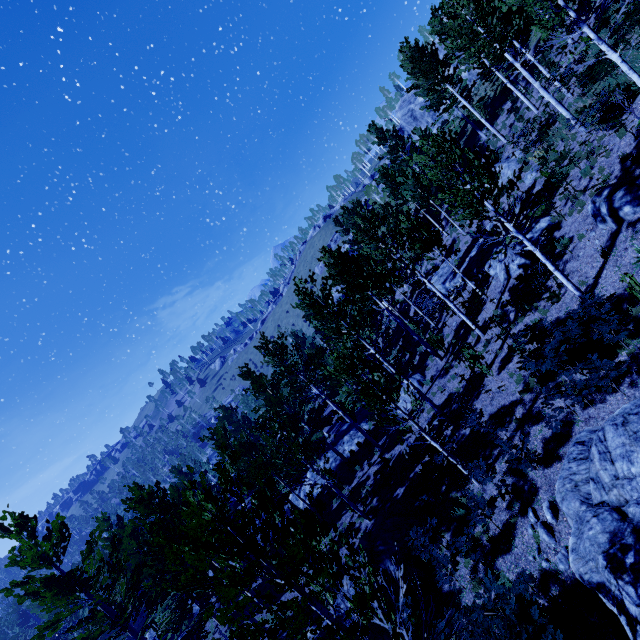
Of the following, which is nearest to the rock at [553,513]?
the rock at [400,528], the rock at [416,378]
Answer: the rock at [400,528]

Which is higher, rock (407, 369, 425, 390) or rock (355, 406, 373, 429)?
rock (407, 369, 425, 390)

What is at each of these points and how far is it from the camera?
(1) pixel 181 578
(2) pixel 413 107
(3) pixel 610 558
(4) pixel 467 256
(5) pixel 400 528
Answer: (1) instancedfoliageactor, 4.28m
(2) rock, 47.56m
(3) rock, 5.77m
(4) rock, 21.91m
(5) rock, 12.35m

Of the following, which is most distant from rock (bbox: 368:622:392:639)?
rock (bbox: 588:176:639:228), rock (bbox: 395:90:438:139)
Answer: rock (bbox: 395:90:438:139)

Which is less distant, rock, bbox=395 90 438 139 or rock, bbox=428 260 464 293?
rock, bbox=428 260 464 293

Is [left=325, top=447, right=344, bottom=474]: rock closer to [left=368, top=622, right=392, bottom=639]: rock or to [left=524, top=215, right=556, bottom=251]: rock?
[left=368, top=622, right=392, bottom=639]: rock

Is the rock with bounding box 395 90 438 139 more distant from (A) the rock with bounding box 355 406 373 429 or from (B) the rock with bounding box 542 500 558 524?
(B) the rock with bounding box 542 500 558 524

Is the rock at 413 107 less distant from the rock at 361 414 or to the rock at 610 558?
the rock at 361 414
